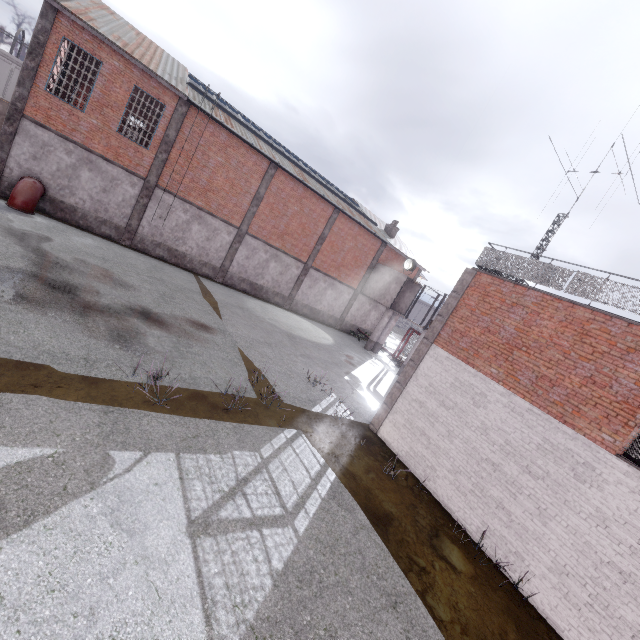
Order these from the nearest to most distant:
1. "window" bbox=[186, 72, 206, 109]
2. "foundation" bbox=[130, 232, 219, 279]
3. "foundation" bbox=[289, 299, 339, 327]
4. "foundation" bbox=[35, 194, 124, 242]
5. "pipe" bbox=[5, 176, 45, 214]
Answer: "pipe" bbox=[5, 176, 45, 214] → "foundation" bbox=[35, 194, 124, 242] → "window" bbox=[186, 72, 206, 109] → "foundation" bbox=[130, 232, 219, 279] → "foundation" bbox=[289, 299, 339, 327]

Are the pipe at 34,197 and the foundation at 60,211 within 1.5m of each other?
yes

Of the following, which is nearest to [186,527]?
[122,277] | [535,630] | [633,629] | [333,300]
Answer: [535,630]

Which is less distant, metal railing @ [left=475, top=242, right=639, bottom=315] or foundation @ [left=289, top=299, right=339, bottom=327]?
metal railing @ [left=475, top=242, right=639, bottom=315]

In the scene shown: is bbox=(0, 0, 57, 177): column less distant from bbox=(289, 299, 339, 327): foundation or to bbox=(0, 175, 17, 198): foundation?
bbox=(0, 175, 17, 198): foundation

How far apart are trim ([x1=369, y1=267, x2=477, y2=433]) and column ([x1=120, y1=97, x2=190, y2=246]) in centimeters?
1705cm

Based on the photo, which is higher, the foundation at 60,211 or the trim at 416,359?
the trim at 416,359

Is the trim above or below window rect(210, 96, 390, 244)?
below
